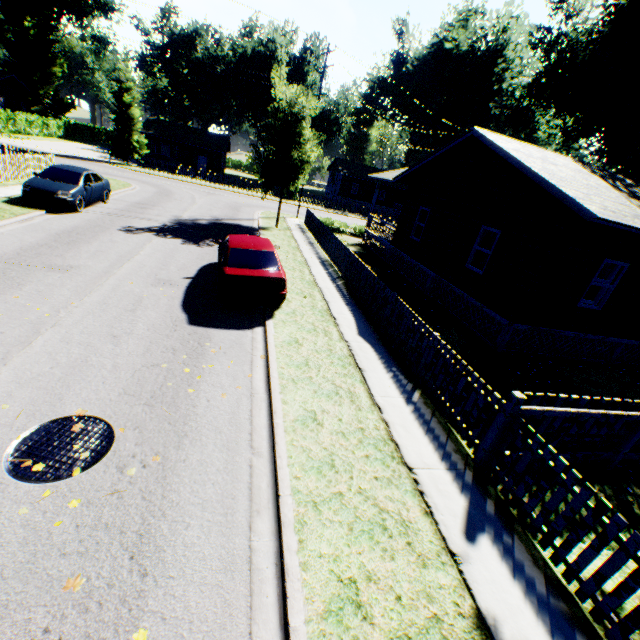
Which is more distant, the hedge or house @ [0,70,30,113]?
house @ [0,70,30,113]

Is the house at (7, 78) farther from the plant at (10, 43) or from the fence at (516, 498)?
the fence at (516, 498)

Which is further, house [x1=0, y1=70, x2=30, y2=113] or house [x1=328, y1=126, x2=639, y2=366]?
house [x1=0, y1=70, x2=30, y2=113]

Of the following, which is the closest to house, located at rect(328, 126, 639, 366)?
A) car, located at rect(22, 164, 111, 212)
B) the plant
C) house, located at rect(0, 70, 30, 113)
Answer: car, located at rect(22, 164, 111, 212)

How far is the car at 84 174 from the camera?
13.25m

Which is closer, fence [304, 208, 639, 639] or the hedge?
fence [304, 208, 639, 639]

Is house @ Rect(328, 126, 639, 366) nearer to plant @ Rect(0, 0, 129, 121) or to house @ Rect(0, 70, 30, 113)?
house @ Rect(0, 70, 30, 113)

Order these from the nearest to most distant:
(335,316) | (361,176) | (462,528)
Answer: (462,528) → (335,316) → (361,176)
